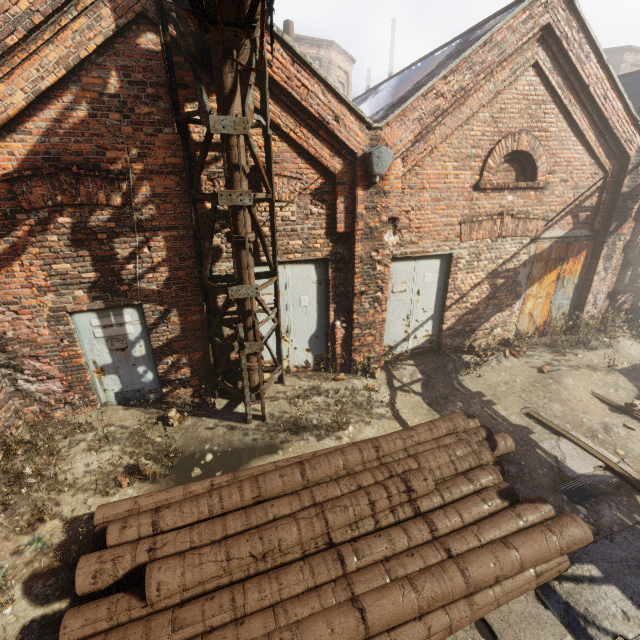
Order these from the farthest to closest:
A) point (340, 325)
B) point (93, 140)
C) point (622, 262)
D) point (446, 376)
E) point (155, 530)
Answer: point (622, 262) < point (446, 376) < point (340, 325) < point (93, 140) < point (155, 530)

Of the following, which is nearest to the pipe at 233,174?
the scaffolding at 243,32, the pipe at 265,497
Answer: the scaffolding at 243,32

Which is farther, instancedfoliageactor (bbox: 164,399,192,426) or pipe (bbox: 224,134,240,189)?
instancedfoliageactor (bbox: 164,399,192,426)

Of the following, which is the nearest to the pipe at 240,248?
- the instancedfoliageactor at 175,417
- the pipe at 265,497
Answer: the instancedfoliageactor at 175,417

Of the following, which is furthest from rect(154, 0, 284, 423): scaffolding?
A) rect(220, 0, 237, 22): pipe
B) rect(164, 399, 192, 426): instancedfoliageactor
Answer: rect(164, 399, 192, 426): instancedfoliageactor

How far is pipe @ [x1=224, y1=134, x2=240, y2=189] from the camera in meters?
4.6 m

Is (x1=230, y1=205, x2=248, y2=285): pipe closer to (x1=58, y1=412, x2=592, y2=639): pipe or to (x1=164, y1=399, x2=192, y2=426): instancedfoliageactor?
(x1=164, y1=399, x2=192, y2=426): instancedfoliageactor
